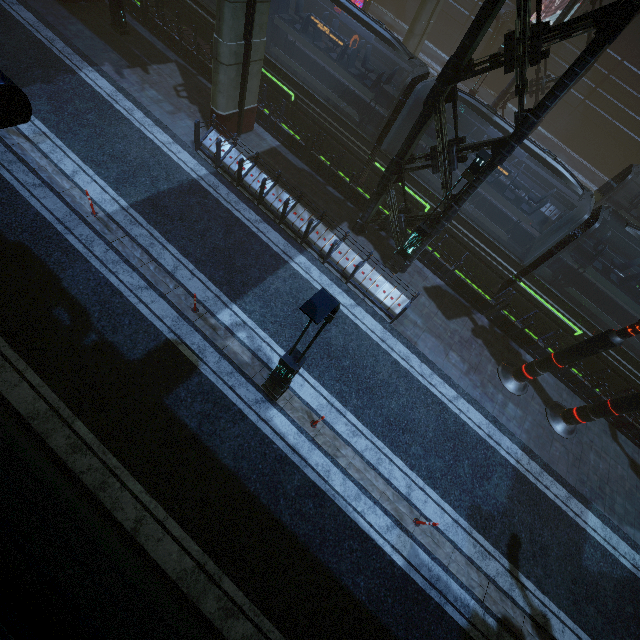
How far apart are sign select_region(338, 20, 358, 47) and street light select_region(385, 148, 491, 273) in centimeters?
1901cm

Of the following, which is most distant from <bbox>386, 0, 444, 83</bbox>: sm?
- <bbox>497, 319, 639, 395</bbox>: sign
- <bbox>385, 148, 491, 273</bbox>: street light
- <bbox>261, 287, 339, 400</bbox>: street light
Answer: <bbox>497, 319, 639, 395</bbox>: sign

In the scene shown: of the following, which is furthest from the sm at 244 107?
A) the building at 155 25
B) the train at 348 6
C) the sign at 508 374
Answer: the sign at 508 374

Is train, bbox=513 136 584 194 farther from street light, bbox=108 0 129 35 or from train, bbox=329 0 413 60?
street light, bbox=108 0 129 35

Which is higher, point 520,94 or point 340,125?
point 520,94

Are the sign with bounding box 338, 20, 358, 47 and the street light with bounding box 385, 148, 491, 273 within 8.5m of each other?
no

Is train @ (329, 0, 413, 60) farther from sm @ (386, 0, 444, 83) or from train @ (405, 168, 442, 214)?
sm @ (386, 0, 444, 83)

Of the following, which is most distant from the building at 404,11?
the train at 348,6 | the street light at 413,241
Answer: the train at 348,6
